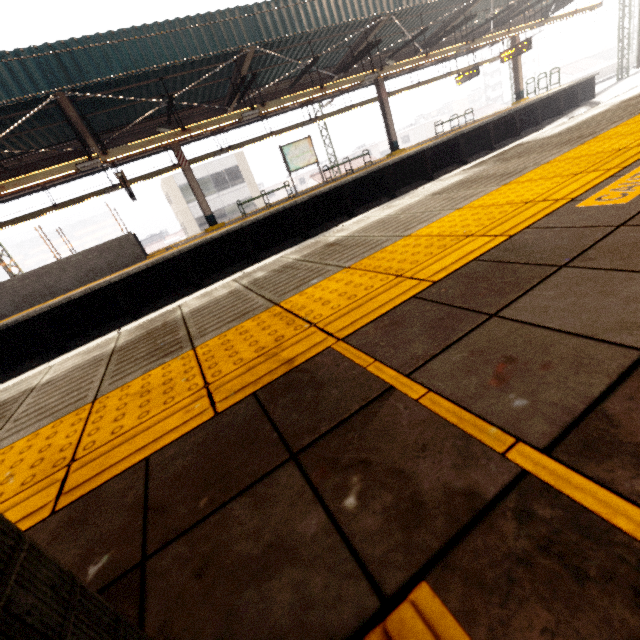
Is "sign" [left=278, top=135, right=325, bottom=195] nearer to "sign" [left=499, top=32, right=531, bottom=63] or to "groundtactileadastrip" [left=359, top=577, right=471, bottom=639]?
"sign" [left=499, top=32, right=531, bottom=63]

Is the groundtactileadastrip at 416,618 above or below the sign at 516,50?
below

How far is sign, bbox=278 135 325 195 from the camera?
13.66m

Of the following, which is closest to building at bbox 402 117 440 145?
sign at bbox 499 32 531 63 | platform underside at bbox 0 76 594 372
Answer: sign at bbox 499 32 531 63

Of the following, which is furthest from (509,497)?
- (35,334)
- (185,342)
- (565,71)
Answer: (565,71)

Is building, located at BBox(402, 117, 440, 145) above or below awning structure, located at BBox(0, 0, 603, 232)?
below

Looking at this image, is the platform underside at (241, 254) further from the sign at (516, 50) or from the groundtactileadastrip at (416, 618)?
the groundtactileadastrip at (416, 618)

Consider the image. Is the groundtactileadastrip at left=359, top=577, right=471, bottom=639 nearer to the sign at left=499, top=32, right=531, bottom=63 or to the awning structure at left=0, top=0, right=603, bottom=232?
the awning structure at left=0, top=0, right=603, bottom=232
